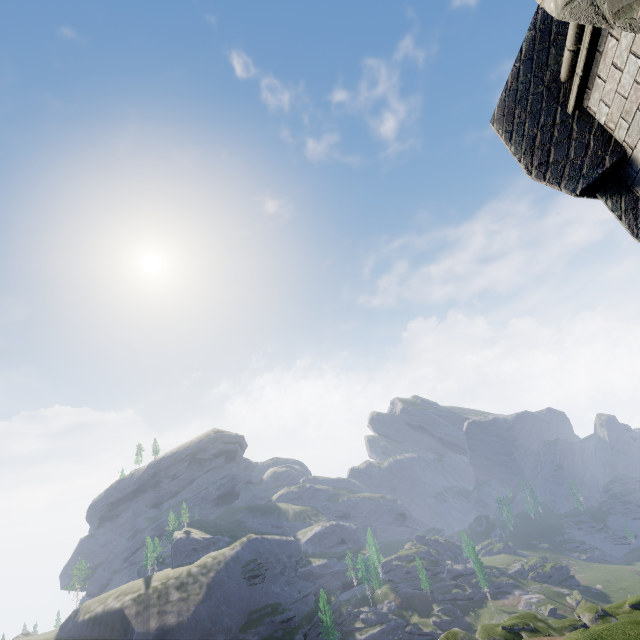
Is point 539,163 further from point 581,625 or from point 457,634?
point 581,625
